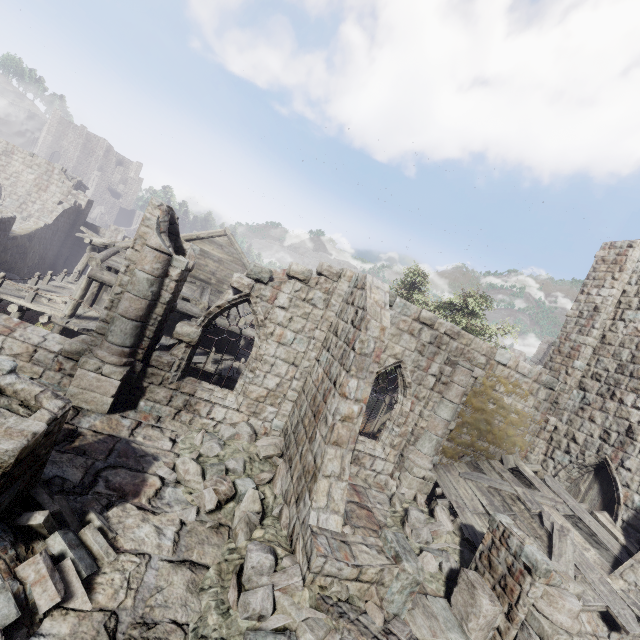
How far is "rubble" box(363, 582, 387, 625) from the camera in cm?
512

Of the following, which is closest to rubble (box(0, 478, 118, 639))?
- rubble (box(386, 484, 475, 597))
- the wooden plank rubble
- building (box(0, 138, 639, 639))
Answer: building (box(0, 138, 639, 639))

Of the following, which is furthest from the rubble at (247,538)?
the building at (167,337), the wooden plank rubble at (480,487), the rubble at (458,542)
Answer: the wooden plank rubble at (480,487)

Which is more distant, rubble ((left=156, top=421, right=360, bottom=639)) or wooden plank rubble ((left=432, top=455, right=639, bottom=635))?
wooden plank rubble ((left=432, top=455, right=639, bottom=635))

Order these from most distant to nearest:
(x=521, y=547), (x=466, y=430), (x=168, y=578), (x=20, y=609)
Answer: (x=466, y=430) → (x=521, y=547) → (x=168, y=578) → (x=20, y=609)

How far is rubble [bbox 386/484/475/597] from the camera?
7.6m

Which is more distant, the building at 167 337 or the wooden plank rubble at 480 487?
the wooden plank rubble at 480 487

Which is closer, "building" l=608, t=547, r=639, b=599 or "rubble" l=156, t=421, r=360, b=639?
"rubble" l=156, t=421, r=360, b=639
